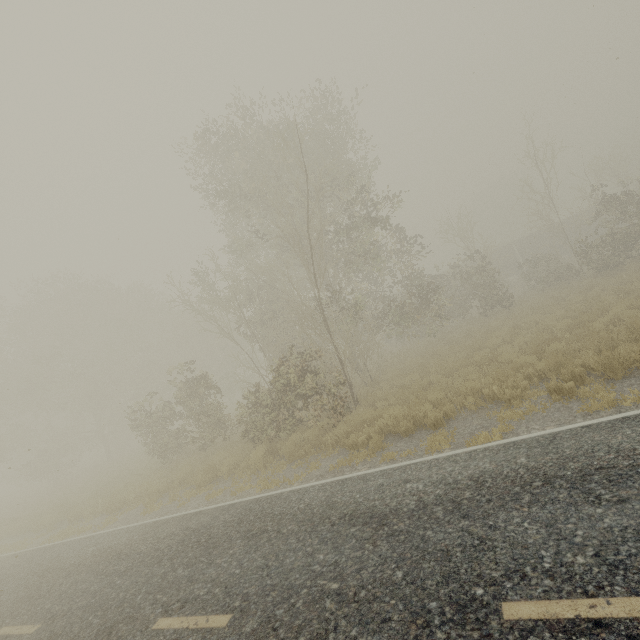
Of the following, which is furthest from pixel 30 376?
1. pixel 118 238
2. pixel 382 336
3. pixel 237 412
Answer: pixel 382 336

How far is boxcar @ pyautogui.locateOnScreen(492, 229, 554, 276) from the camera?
37.7m

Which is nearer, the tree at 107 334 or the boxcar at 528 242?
the tree at 107 334

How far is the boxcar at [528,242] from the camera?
37.69m

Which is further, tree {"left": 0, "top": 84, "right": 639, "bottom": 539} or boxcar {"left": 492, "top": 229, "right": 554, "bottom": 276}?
boxcar {"left": 492, "top": 229, "right": 554, "bottom": 276}
